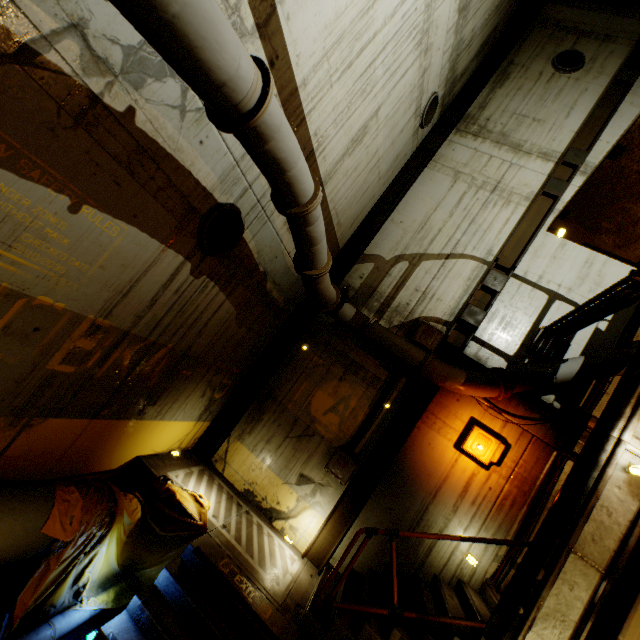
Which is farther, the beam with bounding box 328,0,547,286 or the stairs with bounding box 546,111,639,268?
the beam with bounding box 328,0,547,286

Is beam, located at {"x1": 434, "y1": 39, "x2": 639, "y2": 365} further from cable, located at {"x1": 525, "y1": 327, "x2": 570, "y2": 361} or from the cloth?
the cloth

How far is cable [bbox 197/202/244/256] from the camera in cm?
436

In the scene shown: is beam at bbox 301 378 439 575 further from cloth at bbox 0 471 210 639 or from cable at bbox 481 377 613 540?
cloth at bbox 0 471 210 639

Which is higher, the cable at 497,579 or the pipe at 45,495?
the cable at 497,579

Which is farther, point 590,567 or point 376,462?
point 376,462

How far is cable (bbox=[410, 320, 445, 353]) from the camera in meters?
7.4 m

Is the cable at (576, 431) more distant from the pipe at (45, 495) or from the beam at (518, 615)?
the beam at (518, 615)
